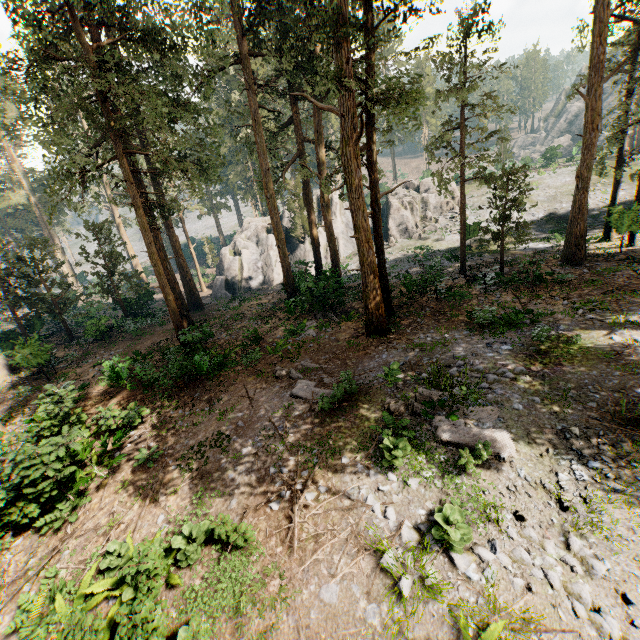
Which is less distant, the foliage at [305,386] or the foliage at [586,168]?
the foliage at [305,386]

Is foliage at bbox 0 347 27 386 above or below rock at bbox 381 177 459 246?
below

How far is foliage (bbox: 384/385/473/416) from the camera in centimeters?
1049cm

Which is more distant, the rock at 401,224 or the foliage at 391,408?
the rock at 401,224

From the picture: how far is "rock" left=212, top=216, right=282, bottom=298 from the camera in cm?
3659

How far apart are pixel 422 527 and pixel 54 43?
22.0m
